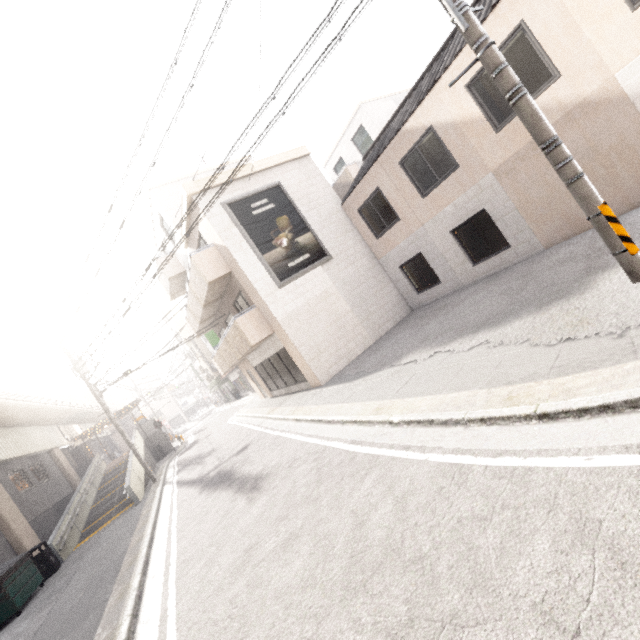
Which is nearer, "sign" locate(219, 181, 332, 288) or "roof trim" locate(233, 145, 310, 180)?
"sign" locate(219, 181, 332, 288)

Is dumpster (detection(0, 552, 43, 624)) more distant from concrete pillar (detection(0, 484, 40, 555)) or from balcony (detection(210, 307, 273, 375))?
balcony (detection(210, 307, 273, 375))

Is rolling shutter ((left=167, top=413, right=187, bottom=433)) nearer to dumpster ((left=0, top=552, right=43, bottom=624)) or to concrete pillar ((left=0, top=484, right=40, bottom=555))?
concrete pillar ((left=0, top=484, right=40, bottom=555))

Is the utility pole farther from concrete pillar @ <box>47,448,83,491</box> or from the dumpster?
concrete pillar @ <box>47,448,83,491</box>

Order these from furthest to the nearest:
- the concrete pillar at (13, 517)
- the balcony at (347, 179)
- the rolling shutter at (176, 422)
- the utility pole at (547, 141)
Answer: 1. the rolling shutter at (176, 422)
2. the balcony at (347, 179)
3. the concrete pillar at (13, 517)
4. the utility pole at (547, 141)

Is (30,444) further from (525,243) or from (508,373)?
(525,243)

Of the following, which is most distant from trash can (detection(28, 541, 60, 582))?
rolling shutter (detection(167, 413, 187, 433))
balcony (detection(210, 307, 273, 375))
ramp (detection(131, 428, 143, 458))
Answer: rolling shutter (detection(167, 413, 187, 433))

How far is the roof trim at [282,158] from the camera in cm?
1307
